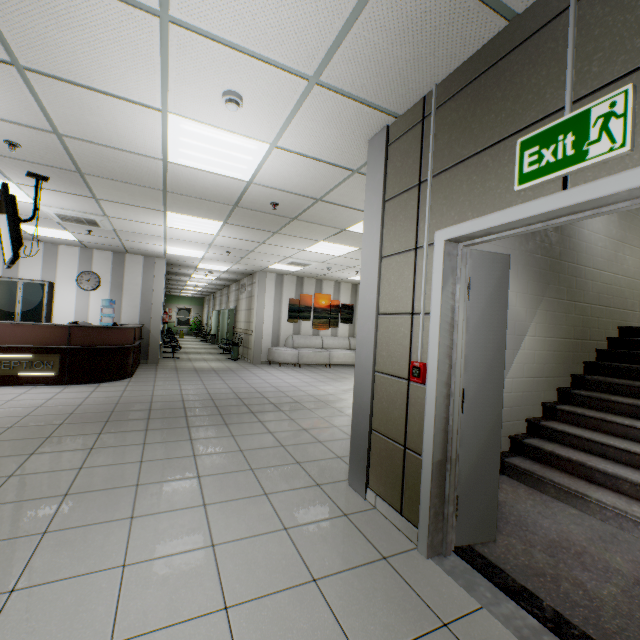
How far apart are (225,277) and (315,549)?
12.5m

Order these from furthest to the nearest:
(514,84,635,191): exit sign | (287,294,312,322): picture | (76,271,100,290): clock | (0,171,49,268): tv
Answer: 1. (287,294,312,322): picture
2. (76,271,100,290): clock
3. (0,171,49,268): tv
4. (514,84,635,191): exit sign

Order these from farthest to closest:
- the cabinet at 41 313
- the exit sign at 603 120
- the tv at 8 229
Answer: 1. the cabinet at 41 313
2. the tv at 8 229
3. the exit sign at 603 120

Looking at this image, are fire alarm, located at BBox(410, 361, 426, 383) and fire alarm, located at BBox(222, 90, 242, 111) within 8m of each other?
yes

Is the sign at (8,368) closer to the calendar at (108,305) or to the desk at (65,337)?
the desk at (65,337)

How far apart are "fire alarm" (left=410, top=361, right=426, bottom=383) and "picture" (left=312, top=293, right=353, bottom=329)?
9.6 meters

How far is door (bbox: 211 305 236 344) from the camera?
15.95m

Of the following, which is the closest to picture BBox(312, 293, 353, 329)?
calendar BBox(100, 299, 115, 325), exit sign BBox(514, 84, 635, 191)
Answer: calendar BBox(100, 299, 115, 325)
